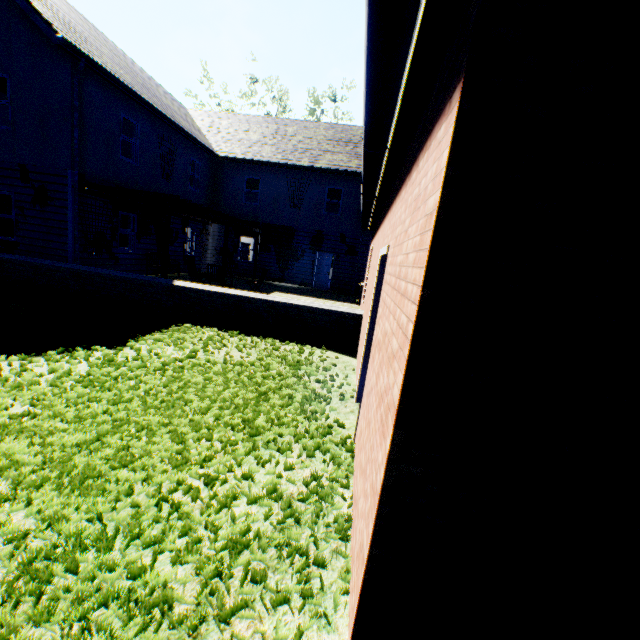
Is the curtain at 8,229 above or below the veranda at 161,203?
below

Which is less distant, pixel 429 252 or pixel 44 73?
pixel 429 252

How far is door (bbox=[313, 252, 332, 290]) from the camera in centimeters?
1912cm

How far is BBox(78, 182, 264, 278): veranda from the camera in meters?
10.4

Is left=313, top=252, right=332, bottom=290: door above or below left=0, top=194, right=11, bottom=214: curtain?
below

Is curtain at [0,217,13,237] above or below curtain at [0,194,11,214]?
below

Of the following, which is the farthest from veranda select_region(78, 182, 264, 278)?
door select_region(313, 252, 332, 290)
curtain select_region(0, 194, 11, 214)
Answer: door select_region(313, 252, 332, 290)

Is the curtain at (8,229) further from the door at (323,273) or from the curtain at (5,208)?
the door at (323,273)
